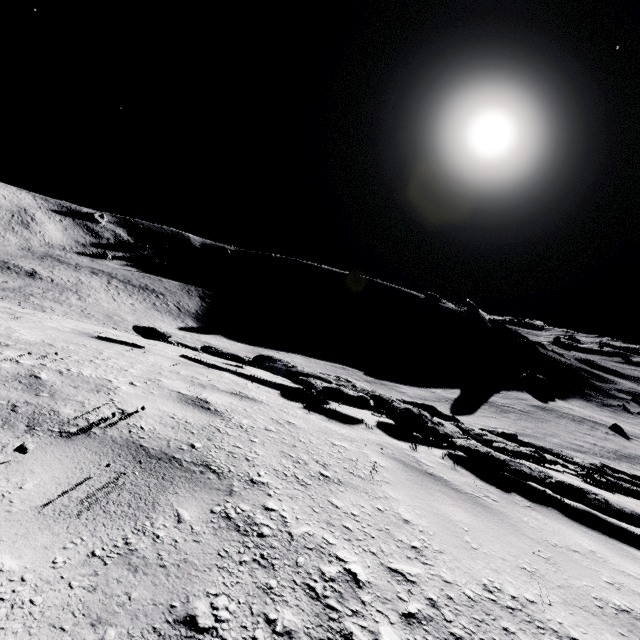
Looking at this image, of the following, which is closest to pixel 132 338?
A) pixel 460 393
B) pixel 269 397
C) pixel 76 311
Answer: pixel 269 397
